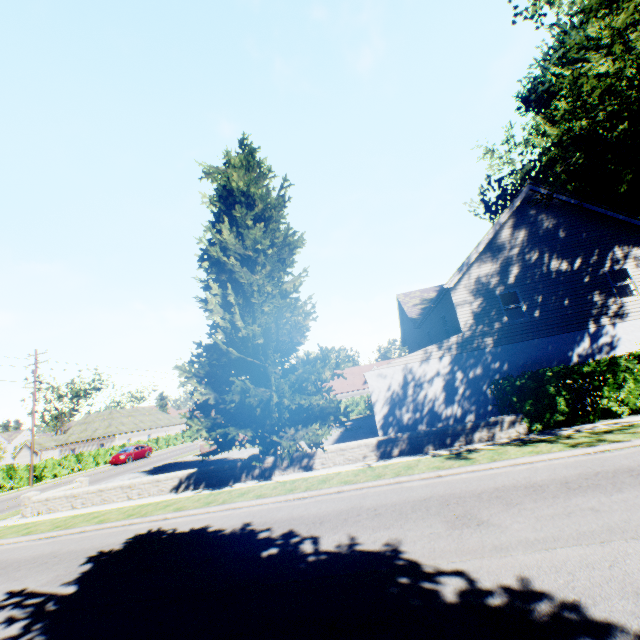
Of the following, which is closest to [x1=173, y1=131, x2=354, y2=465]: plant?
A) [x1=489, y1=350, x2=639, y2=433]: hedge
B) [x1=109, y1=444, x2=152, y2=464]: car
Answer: [x1=489, y1=350, x2=639, y2=433]: hedge

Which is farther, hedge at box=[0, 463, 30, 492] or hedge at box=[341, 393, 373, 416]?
hedge at box=[341, 393, 373, 416]

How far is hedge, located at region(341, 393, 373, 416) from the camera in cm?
4109

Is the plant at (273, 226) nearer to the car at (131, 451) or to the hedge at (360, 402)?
the hedge at (360, 402)

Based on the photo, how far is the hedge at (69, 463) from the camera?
29.54m

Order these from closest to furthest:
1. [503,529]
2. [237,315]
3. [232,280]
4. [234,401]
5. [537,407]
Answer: [503,529]
[537,407]
[234,401]
[237,315]
[232,280]
